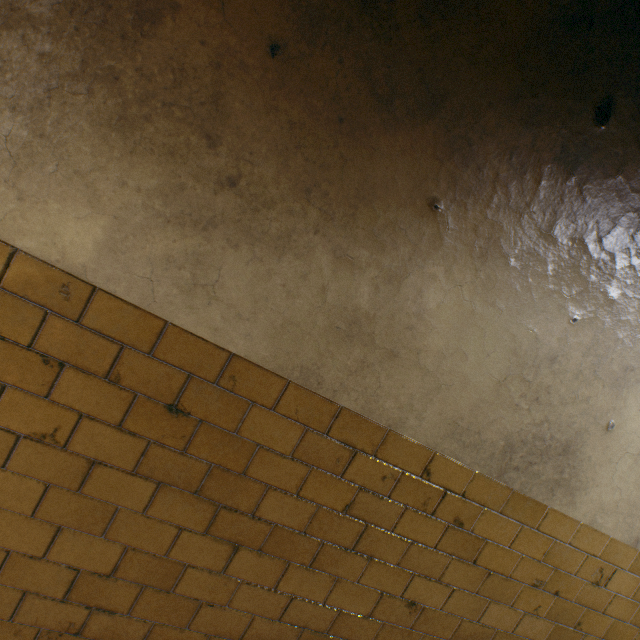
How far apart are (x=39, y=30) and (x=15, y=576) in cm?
186
